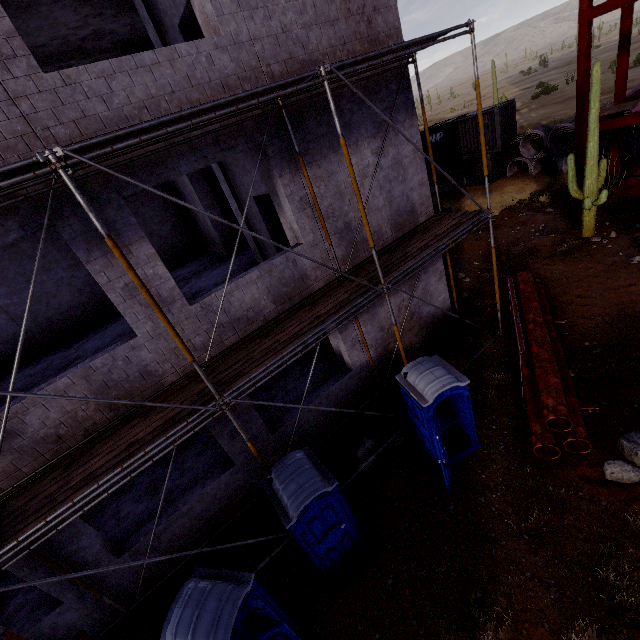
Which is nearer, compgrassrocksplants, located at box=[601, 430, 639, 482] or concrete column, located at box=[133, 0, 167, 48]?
compgrassrocksplants, located at box=[601, 430, 639, 482]

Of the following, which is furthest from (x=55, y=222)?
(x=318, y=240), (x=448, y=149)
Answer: (x=448, y=149)

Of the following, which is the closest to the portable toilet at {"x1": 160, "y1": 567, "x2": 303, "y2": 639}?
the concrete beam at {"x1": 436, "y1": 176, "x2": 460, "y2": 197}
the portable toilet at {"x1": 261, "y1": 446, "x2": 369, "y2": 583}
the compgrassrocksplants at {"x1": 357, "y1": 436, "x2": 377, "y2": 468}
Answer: the portable toilet at {"x1": 261, "y1": 446, "x2": 369, "y2": 583}

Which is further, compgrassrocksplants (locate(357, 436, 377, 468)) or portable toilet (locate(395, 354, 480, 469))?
compgrassrocksplants (locate(357, 436, 377, 468))

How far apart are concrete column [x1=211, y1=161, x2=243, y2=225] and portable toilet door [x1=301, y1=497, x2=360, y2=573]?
7.77m

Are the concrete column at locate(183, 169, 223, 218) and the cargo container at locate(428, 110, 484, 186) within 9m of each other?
no

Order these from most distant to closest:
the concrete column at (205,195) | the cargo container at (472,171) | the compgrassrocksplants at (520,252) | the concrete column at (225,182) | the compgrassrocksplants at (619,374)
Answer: the cargo container at (472,171) < the compgrassrocksplants at (520,252) < the concrete column at (205,195) < the concrete column at (225,182) < the compgrassrocksplants at (619,374)

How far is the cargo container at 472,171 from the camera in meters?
22.4 m
